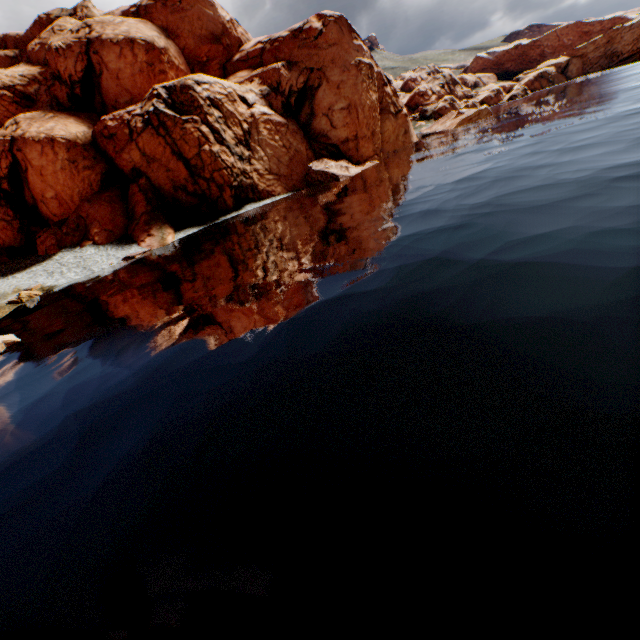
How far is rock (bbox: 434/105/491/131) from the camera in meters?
55.8

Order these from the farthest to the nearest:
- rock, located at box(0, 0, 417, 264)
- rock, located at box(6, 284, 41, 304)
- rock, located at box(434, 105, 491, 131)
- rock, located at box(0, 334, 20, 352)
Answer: rock, located at box(434, 105, 491, 131) < rock, located at box(0, 0, 417, 264) < rock, located at box(6, 284, 41, 304) < rock, located at box(0, 334, 20, 352)

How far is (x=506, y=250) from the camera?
13.2m

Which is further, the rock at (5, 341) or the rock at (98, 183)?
the rock at (98, 183)

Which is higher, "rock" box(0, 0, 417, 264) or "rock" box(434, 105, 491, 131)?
"rock" box(0, 0, 417, 264)

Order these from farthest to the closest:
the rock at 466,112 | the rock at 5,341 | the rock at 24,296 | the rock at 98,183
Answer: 1. the rock at 466,112
2. the rock at 98,183
3. the rock at 24,296
4. the rock at 5,341

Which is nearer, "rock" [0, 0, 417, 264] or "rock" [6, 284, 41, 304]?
"rock" [6, 284, 41, 304]
